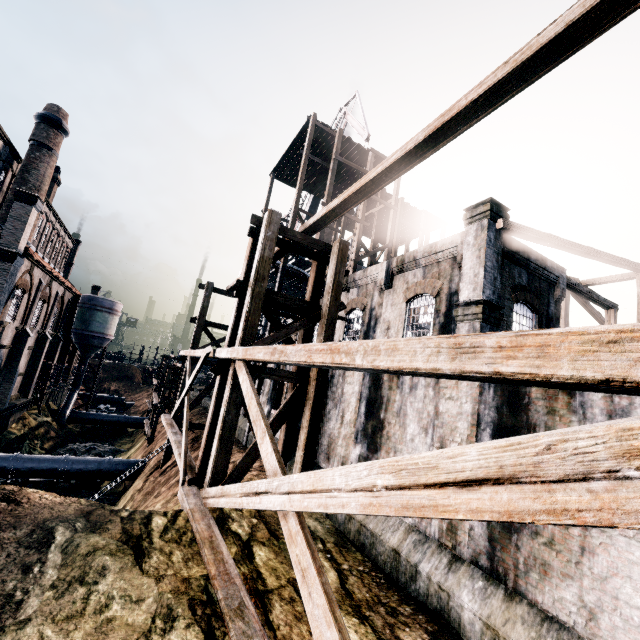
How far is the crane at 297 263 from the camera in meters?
37.8

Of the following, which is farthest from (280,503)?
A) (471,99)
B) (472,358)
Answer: (471,99)

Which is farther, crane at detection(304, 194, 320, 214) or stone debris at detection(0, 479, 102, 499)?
crane at detection(304, 194, 320, 214)

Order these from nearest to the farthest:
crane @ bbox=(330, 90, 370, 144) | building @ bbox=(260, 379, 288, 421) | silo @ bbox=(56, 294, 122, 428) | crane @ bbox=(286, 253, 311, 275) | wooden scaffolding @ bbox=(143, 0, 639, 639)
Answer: wooden scaffolding @ bbox=(143, 0, 639, 639)
building @ bbox=(260, 379, 288, 421)
crane @ bbox=(330, 90, 370, 144)
crane @ bbox=(286, 253, 311, 275)
silo @ bbox=(56, 294, 122, 428)

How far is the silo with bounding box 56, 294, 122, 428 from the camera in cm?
4159

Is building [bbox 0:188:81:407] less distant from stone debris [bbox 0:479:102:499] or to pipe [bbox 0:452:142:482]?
pipe [bbox 0:452:142:482]

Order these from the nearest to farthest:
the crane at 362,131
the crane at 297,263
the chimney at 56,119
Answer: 1. the crane at 362,131
2. the chimney at 56,119
3. the crane at 297,263

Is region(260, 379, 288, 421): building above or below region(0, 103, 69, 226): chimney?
below
